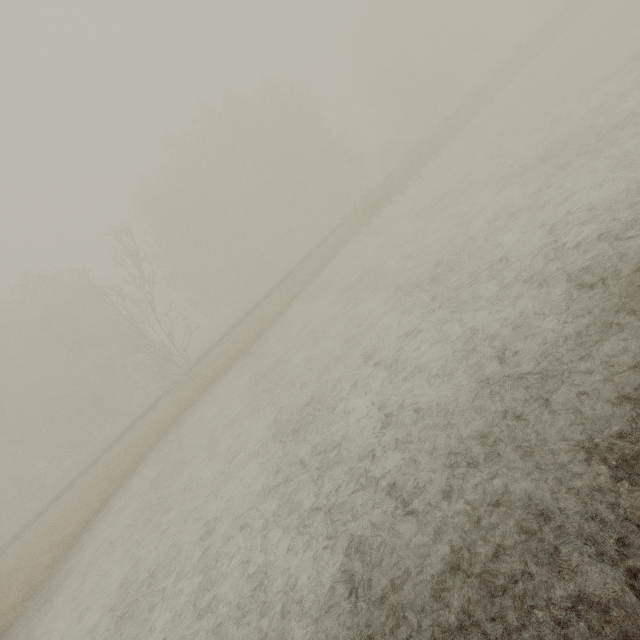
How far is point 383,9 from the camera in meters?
40.4
